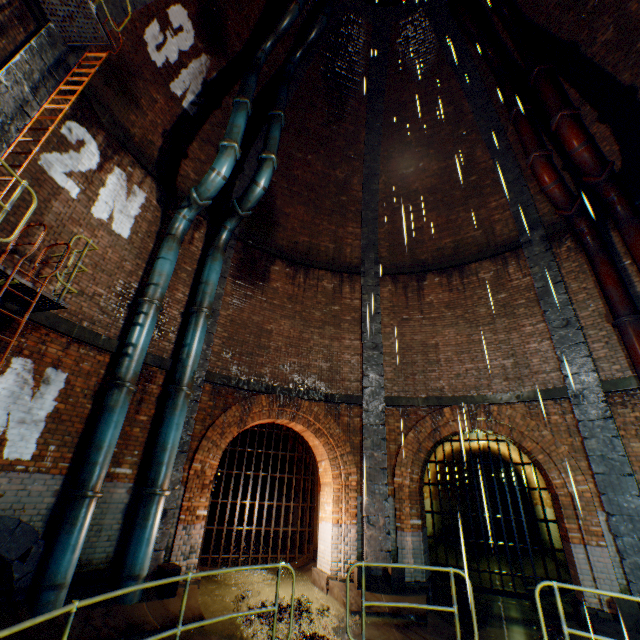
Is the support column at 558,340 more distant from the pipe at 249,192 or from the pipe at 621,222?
the pipe at 249,192

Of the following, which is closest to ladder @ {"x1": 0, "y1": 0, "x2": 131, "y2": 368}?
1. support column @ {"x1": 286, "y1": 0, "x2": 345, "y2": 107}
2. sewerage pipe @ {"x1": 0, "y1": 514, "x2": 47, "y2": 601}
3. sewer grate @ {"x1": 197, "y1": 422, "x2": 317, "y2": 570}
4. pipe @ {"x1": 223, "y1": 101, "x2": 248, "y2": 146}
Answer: sewerage pipe @ {"x1": 0, "y1": 514, "x2": 47, "y2": 601}

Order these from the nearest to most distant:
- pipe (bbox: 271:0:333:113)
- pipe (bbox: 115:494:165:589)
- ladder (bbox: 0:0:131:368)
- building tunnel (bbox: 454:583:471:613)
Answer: ladder (bbox: 0:0:131:368) < pipe (bbox: 115:494:165:589) < building tunnel (bbox: 454:583:471:613) < pipe (bbox: 271:0:333:113)

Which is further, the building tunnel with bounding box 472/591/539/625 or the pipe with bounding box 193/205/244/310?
the pipe with bounding box 193/205/244/310

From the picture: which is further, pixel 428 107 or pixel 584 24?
pixel 428 107

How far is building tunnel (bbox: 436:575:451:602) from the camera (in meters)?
8.16

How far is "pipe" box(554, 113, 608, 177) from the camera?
7.54m

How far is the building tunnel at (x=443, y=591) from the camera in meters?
8.2 m
